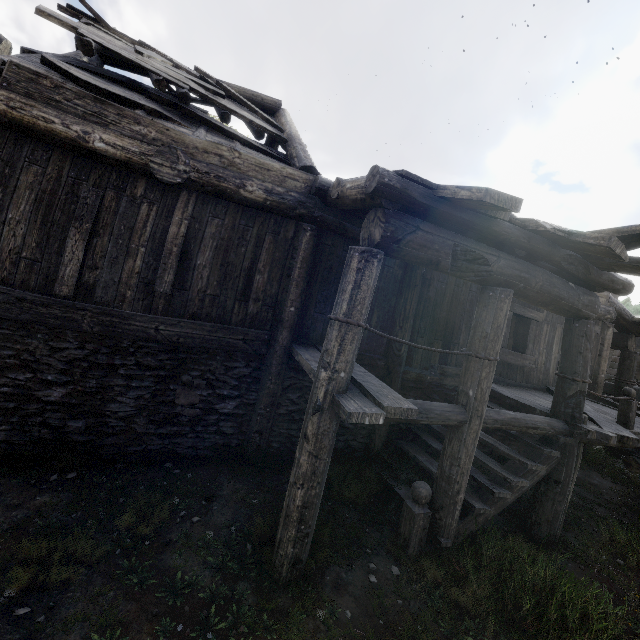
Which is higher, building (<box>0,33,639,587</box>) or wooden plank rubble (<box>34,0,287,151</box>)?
wooden plank rubble (<box>34,0,287,151</box>)

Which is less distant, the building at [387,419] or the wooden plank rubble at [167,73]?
the building at [387,419]

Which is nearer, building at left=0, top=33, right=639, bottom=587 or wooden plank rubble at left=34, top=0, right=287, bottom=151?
building at left=0, top=33, right=639, bottom=587

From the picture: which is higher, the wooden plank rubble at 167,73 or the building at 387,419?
the wooden plank rubble at 167,73

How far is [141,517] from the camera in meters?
Result: 4.2 m
